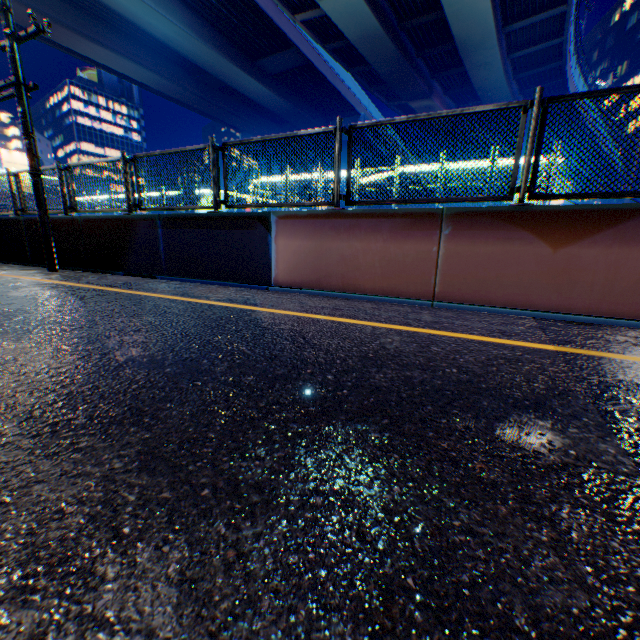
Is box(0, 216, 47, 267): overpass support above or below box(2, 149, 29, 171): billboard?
below

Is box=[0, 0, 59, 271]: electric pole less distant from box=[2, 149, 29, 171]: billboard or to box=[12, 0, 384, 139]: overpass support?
box=[12, 0, 384, 139]: overpass support

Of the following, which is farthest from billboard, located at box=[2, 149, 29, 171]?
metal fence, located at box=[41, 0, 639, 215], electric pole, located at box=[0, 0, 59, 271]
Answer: electric pole, located at box=[0, 0, 59, 271]

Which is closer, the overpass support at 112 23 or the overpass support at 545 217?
the overpass support at 545 217

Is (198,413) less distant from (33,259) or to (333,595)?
(333,595)

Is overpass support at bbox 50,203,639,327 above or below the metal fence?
below
